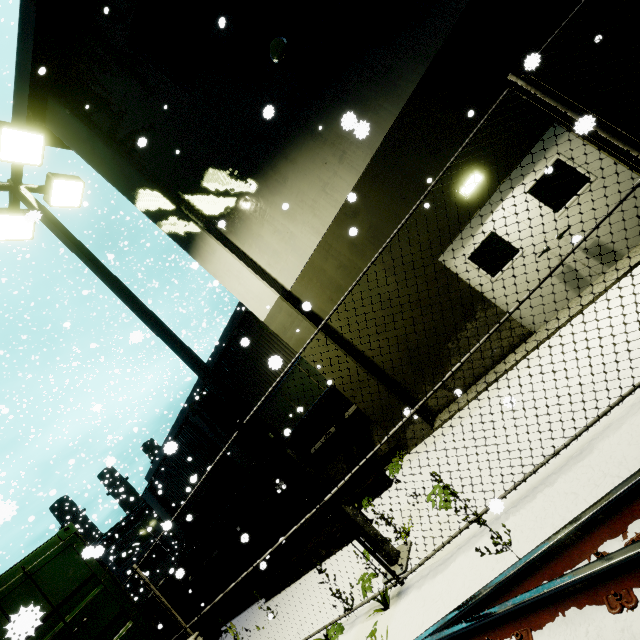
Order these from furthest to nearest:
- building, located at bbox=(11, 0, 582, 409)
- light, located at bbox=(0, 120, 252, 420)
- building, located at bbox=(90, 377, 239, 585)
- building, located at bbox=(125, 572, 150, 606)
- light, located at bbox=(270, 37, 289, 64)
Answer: building, located at bbox=(125, 572, 150, 606) < building, located at bbox=(90, 377, 239, 585) < light, located at bbox=(270, 37, 289, 64) < building, located at bbox=(11, 0, 582, 409) < light, located at bbox=(0, 120, 252, 420)

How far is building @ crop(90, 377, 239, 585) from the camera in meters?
13.9

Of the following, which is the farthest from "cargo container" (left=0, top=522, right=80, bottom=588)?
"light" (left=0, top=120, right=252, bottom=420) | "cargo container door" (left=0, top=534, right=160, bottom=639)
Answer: "light" (left=0, top=120, right=252, bottom=420)

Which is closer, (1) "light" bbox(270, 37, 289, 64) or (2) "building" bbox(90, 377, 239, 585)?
(1) "light" bbox(270, 37, 289, 64)

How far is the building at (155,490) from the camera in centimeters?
1388cm

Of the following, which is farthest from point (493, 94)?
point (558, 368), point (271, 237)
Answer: point (271, 237)

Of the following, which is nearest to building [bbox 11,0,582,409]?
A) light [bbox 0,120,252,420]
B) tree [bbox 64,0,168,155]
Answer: tree [bbox 64,0,168,155]

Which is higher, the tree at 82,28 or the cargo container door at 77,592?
the tree at 82,28
